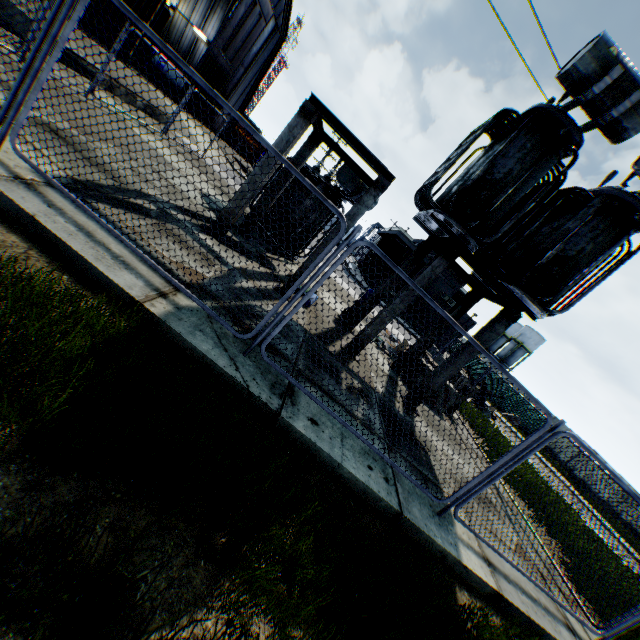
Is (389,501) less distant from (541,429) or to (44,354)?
(541,429)

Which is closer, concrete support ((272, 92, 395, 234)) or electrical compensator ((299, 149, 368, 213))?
concrete support ((272, 92, 395, 234))

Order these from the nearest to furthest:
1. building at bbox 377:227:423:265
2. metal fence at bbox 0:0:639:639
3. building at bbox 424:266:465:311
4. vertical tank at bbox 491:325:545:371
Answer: metal fence at bbox 0:0:639:639
building at bbox 377:227:423:265
building at bbox 424:266:465:311
vertical tank at bbox 491:325:545:371

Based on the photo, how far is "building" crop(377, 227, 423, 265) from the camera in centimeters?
3186cm

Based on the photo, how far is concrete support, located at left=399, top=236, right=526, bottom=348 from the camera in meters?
7.4

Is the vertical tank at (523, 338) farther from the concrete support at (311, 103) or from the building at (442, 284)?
the concrete support at (311, 103)

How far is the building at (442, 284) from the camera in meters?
33.2
